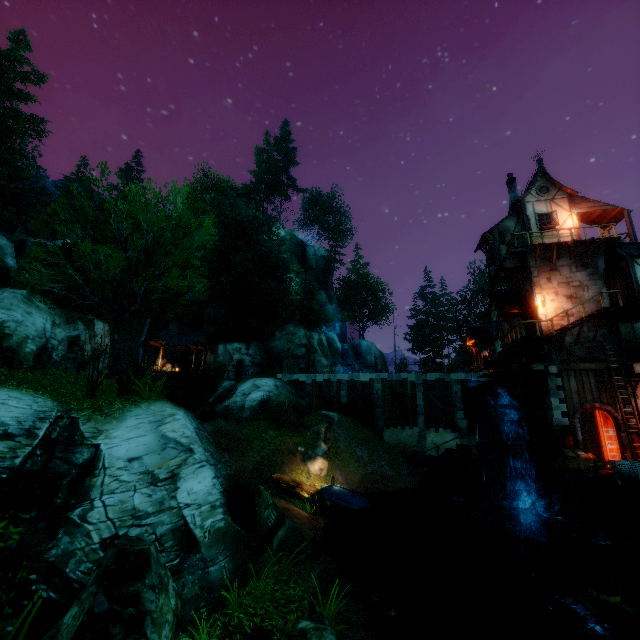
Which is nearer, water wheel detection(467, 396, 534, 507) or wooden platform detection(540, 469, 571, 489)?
wooden platform detection(540, 469, 571, 489)

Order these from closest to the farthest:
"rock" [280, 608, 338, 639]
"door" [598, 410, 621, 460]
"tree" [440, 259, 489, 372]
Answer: "rock" [280, 608, 338, 639], "door" [598, 410, 621, 460], "tree" [440, 259, 489, 372]

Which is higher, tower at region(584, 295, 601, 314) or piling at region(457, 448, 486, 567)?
tower at region(584, 295, 601, 314)

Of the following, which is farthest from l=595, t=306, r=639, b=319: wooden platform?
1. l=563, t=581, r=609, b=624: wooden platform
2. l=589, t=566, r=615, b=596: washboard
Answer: l=589, t=566, r=615, b=596: washboard

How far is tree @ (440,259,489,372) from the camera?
52.2m

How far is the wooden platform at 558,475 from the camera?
14.7m

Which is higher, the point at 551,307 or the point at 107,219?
the point at 107,219

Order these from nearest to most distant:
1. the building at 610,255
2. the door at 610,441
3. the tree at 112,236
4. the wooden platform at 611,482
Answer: the tree at 112,236 → the wooden platform at 611,482 → the door at 610,441 → the building at 610,255
